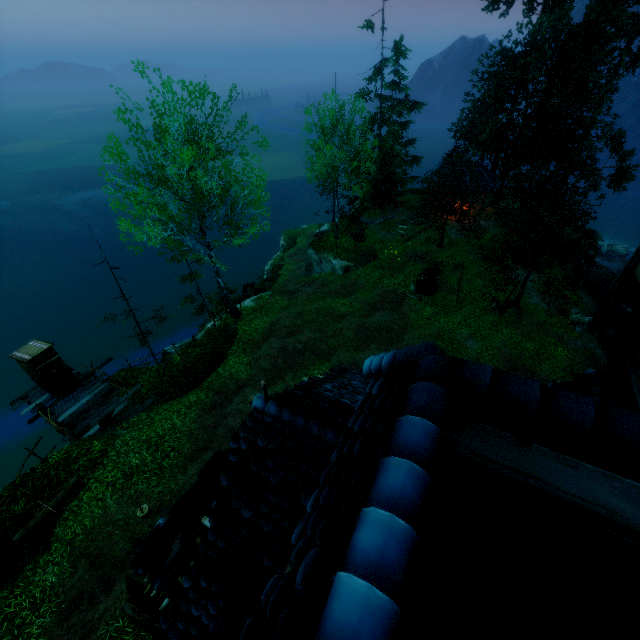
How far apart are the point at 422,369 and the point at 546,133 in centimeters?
3999cm

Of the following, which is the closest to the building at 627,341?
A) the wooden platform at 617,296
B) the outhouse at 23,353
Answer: the wooden platform at 617,296

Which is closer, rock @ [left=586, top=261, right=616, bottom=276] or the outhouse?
the outhouse

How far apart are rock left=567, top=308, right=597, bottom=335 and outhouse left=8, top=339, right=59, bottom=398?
28.9 meters

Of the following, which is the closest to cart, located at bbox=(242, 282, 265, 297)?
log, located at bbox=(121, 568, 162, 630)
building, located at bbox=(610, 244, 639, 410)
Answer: building, located at bbox=(610, 244, 639, 410)

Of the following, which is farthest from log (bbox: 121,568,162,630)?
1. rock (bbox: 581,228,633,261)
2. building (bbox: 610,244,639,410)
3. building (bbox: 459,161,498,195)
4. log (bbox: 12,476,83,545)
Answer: rock (bbox: 581,228,633,261)

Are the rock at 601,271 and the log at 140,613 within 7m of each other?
no

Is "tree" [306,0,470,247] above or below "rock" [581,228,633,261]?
above
